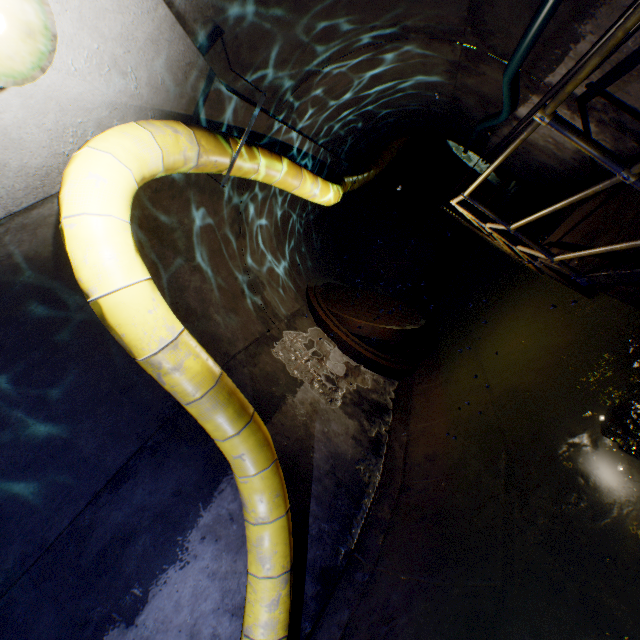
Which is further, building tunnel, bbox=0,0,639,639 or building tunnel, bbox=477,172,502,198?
building tunnel, bbox=477,172,502,198

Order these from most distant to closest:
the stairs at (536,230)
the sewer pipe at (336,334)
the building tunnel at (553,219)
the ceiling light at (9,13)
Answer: the stairs at (536,230), the sewer pipe at (336,334), the building tunnel at (553,219), the ceiling light at (9,13)

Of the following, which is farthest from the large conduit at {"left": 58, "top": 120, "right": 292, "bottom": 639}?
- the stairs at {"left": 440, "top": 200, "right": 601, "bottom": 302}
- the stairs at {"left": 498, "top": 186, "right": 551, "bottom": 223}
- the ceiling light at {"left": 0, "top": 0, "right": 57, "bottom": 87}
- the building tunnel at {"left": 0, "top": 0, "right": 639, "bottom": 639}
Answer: the stairs at {"left": 498, "top": 186, "right": 551, "bottom": 223}

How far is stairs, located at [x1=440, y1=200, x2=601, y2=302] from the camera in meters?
3.9 m

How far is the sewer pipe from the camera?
6.20m

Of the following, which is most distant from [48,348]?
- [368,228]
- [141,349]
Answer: [368,228]

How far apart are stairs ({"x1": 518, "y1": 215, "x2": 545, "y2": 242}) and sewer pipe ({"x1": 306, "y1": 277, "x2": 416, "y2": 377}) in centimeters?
280cm

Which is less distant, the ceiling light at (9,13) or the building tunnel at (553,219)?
the ceiling light at (9,13)
